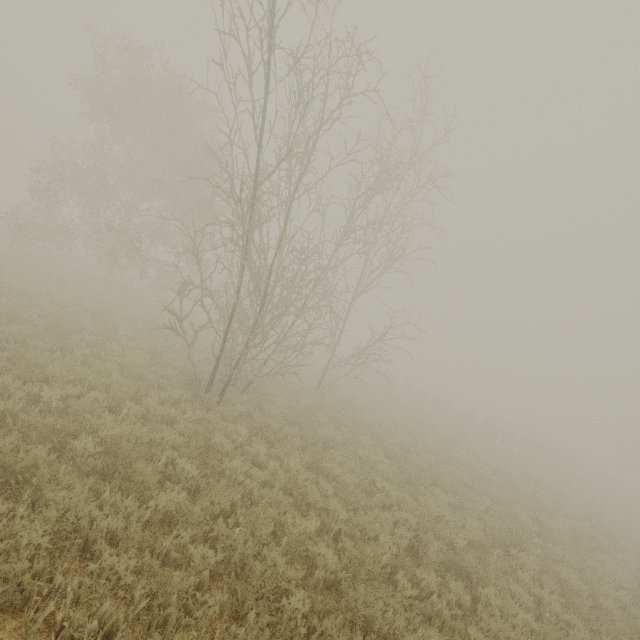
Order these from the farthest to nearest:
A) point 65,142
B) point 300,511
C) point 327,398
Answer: point 65,142
point 327,398
point 300,511
